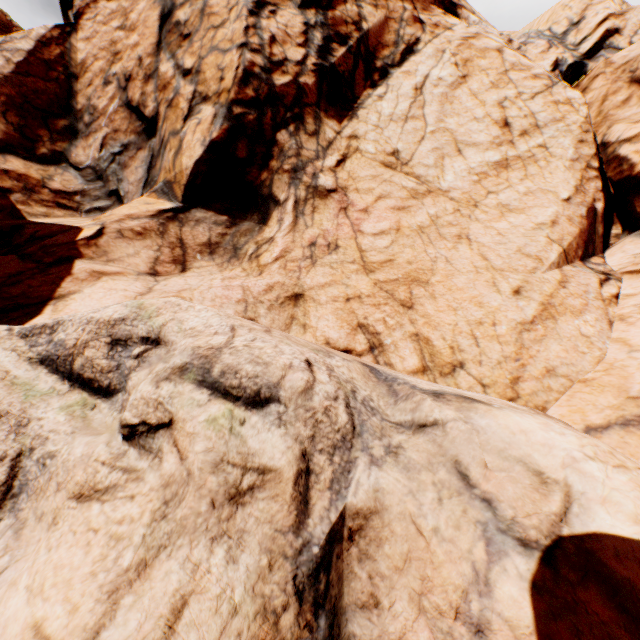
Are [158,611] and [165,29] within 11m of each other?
no
